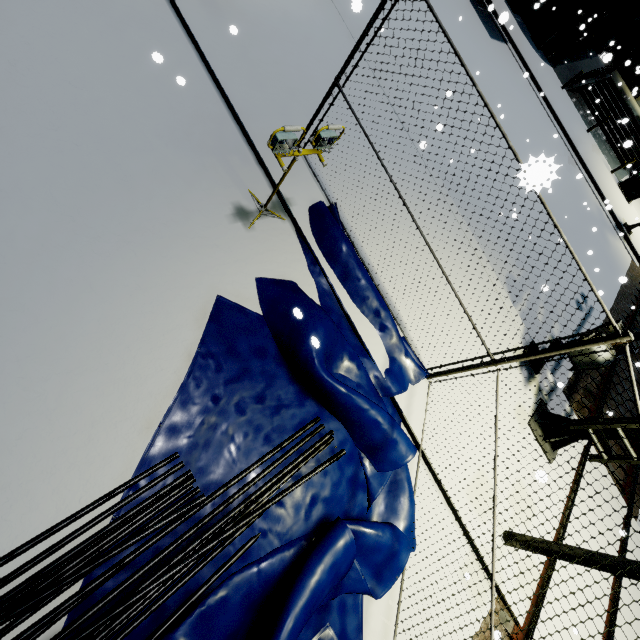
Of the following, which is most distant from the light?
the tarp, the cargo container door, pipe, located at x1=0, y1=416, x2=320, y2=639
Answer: the cargo container door

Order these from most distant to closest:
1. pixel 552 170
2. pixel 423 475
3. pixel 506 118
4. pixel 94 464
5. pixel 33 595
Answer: pixel 506 118
pixel 423 475
pixel 94 464
pixel 33 595
pixel 552 170

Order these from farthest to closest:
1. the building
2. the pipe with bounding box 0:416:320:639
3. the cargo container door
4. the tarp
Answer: the building
the cargo container door
the tarp
the pipe with bounding box 0:416:320:639

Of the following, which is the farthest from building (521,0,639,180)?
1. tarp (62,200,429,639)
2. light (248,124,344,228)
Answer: light (248,124,344,228)

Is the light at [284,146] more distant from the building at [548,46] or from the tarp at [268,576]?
the building at [548,46]

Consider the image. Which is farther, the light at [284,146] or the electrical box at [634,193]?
the electrical box at [634,193]

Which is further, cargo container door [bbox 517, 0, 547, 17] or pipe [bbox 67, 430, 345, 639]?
cargo container door [bbox 517, 0, 547, 17]

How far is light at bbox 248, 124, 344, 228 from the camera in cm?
389
